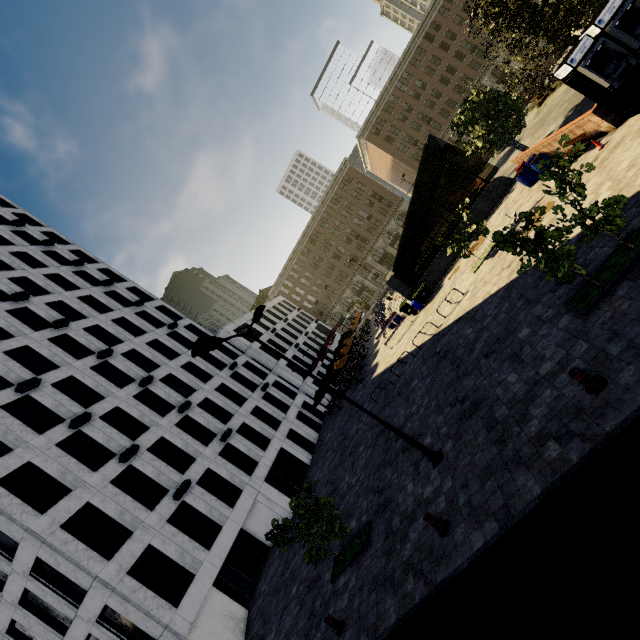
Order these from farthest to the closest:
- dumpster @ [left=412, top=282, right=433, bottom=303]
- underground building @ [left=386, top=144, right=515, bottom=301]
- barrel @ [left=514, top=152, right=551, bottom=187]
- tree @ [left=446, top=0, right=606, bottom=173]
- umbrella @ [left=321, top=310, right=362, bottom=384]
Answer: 1. umbrella @ [left=321, top=310, right=362, bottom=384]
2. dumpster @ [left=412, top=282, right=433, bottom=303]
3. underground building @ [left=386, top=144, right=515, bottom=301]
4. barrel @ [left=514, top=152, right=551, bottom=187]
5. tree @ [left=446, top=0, right=606, bottom=173]

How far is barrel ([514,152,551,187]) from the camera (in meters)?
16.92

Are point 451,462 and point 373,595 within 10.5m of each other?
yes

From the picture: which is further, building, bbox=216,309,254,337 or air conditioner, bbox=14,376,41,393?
building, bbox=216,309,254,337

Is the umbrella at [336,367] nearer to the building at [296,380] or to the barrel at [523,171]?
the building at [296,380]

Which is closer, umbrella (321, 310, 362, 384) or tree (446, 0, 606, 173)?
tree (446, 0, 606, 173)

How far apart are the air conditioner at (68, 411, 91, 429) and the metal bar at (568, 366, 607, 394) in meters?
24.1

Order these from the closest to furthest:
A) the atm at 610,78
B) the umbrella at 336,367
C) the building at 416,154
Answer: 1. the atm at 610,78
2. the umbrella at 336,367
3. the building at 416,154
